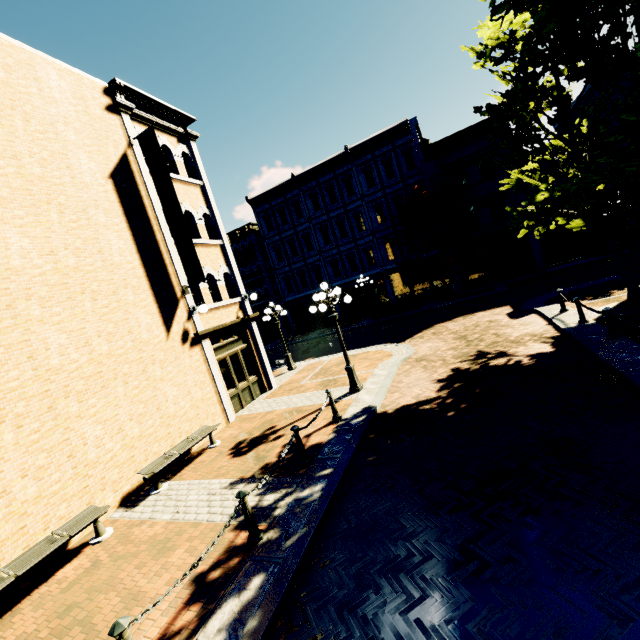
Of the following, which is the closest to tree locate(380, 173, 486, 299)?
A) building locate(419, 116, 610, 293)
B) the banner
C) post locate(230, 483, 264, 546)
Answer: building locate(419, 116, 610, 293)

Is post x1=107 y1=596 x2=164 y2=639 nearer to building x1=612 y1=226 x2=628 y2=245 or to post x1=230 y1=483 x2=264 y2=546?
post x1=230 y1=483 x2=264 y2=546

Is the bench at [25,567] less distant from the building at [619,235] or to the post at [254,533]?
the post at [254,533]

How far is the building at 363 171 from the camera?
11.72m

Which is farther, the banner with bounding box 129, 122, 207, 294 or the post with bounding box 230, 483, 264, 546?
the banner with bounding box 129, 122, 207, 294

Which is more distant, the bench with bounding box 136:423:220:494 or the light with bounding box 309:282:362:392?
the light with bounding box 309:282:362:392

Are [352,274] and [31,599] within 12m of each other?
no

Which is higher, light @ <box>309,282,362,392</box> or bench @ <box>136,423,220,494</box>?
bench @ <box>136,423,220,494</box>
